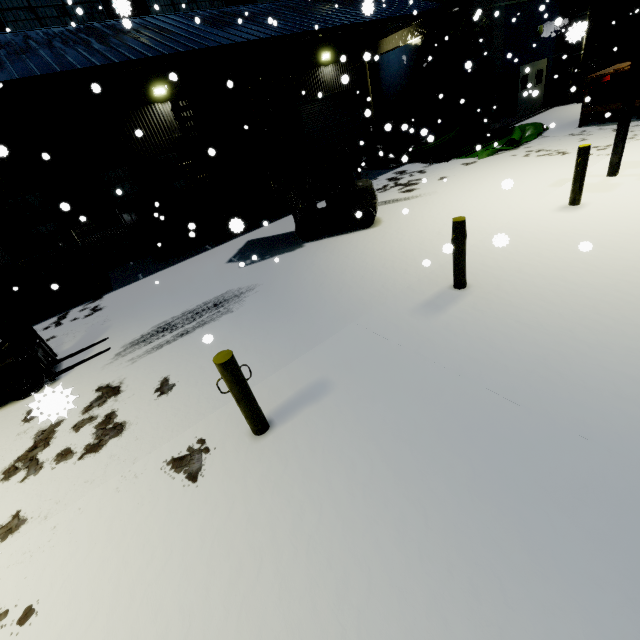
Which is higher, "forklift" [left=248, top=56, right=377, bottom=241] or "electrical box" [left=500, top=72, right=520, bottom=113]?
"electrical box" [left=500, top=72, right=520, bottom=113]

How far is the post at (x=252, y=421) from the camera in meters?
3.2 m

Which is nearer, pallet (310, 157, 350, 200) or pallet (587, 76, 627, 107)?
pallet (587, 76, 627, 107)

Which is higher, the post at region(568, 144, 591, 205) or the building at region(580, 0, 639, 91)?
the building at region(580, 0, 639, 91)

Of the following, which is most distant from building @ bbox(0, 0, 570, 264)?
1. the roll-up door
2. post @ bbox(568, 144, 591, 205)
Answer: post @ bbox(568, 144, 591, 205)

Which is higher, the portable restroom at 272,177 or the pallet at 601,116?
the portable restroom at 272,177

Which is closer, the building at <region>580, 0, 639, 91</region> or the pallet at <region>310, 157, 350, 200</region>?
the pallet at <region>310, 157, 350, 200</region>

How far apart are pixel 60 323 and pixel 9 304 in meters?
3.5
